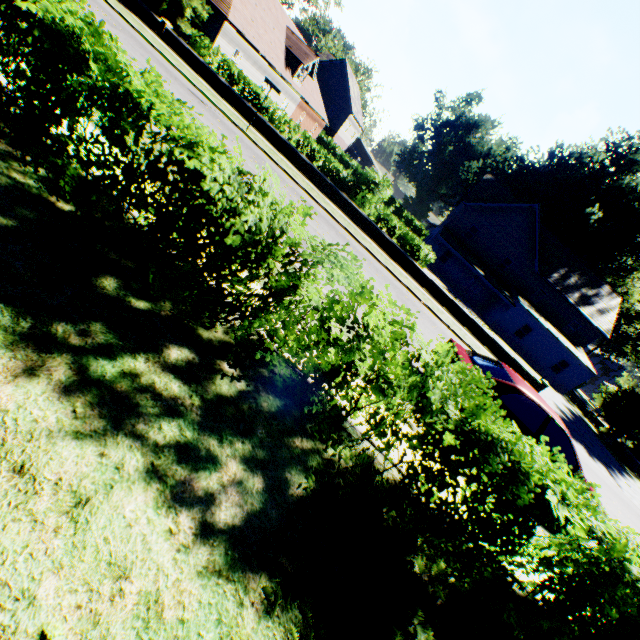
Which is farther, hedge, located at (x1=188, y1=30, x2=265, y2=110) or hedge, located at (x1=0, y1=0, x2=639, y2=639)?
hedge, located at (x1=188, y1=30, x2=265, y2=110)

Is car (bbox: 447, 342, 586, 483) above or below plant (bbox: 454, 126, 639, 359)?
below

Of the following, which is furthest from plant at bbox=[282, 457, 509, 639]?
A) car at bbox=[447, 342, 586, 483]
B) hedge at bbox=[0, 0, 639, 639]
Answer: car at bbox=[447, 342, 586, 483]

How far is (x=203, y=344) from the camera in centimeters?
376cm

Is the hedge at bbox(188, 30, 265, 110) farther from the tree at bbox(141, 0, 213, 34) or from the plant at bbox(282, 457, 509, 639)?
the plant at bbox(282, 457, 509, 639)

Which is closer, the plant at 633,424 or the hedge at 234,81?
the hedge at 234,81

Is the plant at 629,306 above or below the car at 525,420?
above

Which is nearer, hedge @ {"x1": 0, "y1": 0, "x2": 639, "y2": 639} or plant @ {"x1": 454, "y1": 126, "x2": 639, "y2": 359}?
hedge @ {"x1": 0, "y1": 0, "x2": 639, "y2": 639}
